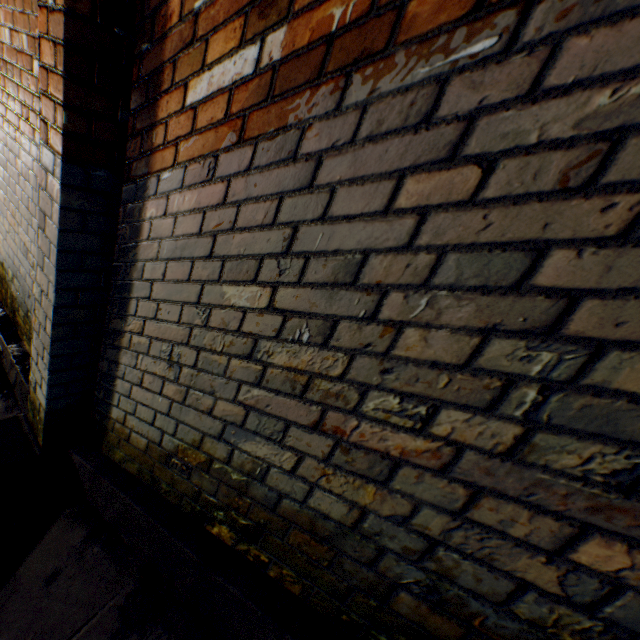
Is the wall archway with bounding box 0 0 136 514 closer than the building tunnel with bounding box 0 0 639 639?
No

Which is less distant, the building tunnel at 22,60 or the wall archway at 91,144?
the wall archway at 91,144

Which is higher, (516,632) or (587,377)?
(587,377)

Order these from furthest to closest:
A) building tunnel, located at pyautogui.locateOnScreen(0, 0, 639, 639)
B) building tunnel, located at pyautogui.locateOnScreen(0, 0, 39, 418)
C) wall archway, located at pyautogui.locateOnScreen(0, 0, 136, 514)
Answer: building tunnel, located at pyautogui.locateOnScreen(0, 0, 39, 418), wall archway, located at pyautogui.locateOnScreen(0, 0, 136, 514), building tunnel, located at pyautogui.locateOnScreen(0, 0, 639, 639)

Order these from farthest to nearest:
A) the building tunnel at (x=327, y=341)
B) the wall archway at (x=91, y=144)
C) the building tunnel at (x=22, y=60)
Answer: the building tunnel at (x=22, y=60), the wall archway at (x=91, y=144), the building tunnel at (x=327, y=341)

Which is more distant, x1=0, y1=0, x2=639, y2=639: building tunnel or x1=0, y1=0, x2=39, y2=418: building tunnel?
x1=0, y1=0, x2=39, y2=418: building tunnel
